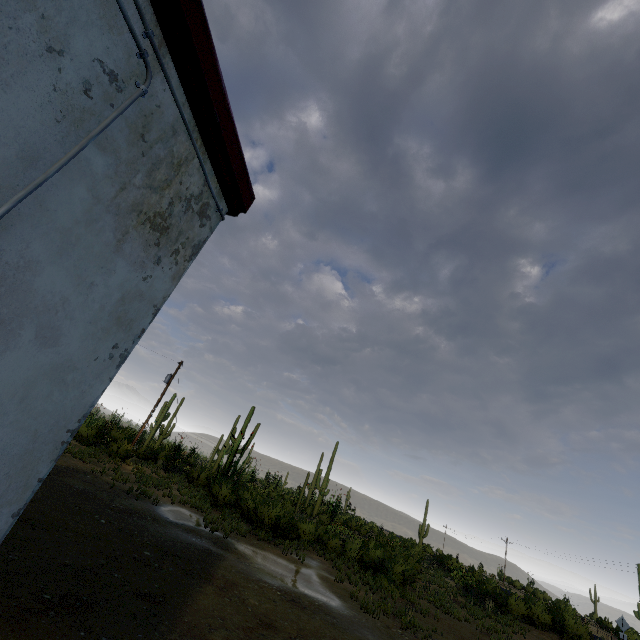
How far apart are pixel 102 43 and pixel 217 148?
0.79m
